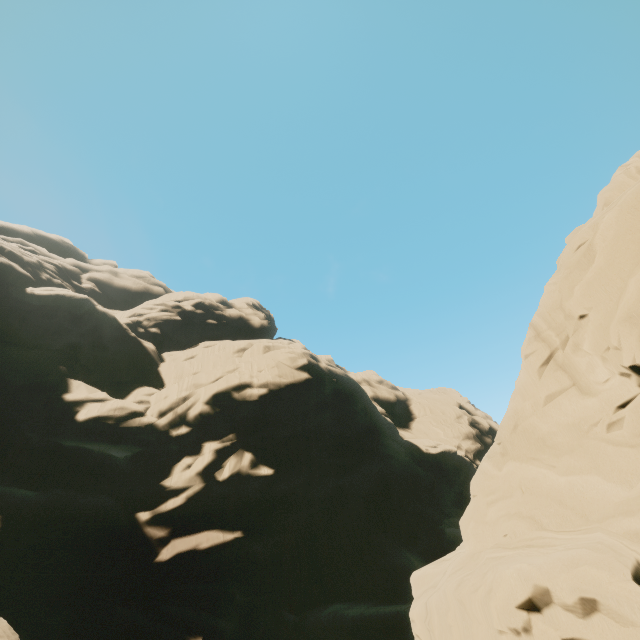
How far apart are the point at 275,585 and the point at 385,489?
20.4m
